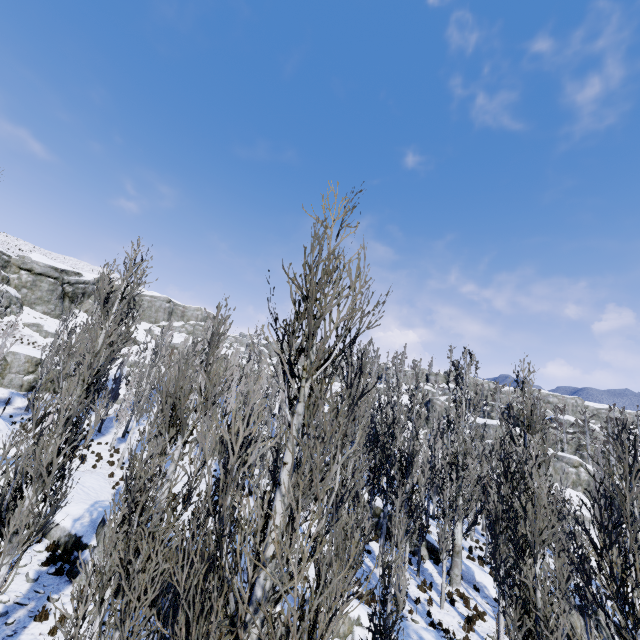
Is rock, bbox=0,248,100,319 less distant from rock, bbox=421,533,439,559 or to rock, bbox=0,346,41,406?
→ rock, bbox=0,346,41,406

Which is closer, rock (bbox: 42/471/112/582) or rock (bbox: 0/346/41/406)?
rock (bbox: 42/471/112/582)

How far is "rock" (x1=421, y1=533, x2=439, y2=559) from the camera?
20.89m

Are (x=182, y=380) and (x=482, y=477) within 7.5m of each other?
Result: no

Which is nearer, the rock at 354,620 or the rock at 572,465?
the rock at 354,620

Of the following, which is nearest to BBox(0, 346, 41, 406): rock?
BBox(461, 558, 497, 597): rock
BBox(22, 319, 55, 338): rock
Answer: BBox(22, 319, 55, 338): rock

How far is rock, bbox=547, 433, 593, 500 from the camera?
42.4m

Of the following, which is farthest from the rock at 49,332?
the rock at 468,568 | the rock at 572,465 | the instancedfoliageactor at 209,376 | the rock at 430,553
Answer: the rock at 572,465
